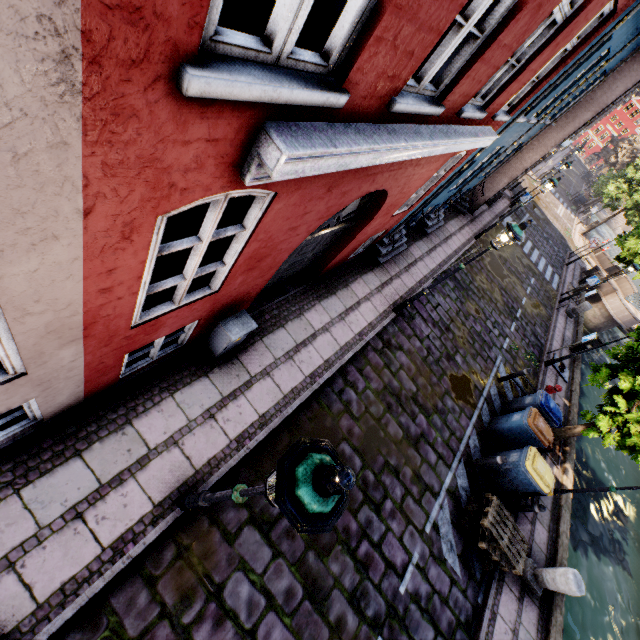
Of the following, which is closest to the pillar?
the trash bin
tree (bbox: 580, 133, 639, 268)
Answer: the trash bin

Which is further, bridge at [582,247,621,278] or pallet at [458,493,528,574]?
bridge at [582,247,621,278]

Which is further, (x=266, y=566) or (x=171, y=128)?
(x=266, y=566)

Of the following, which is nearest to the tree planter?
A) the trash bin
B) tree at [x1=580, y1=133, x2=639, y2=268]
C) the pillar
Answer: tree at [x1=580, y1=133, x2=639, y2=268]

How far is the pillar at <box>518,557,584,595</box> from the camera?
6.7m

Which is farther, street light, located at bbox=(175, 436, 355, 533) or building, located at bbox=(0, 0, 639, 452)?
street light, located at bbox=(175, 436, 355, 533)

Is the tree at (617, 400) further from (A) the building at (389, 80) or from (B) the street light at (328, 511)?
(B) the street light at (328, 511)

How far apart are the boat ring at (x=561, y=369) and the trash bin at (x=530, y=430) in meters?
6.1
